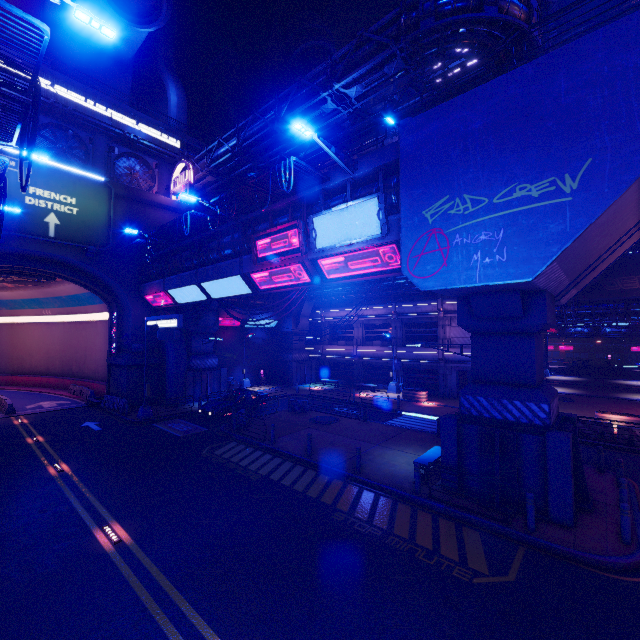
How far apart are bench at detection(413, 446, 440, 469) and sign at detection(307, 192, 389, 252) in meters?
9.0 m

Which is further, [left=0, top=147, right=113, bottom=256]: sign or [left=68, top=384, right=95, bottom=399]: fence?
[left=68, top=384, right=95, bottom=399]: fence

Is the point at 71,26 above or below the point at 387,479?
above

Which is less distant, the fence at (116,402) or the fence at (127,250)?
the fence at (127,250)

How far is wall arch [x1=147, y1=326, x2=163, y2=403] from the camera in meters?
27.9 m

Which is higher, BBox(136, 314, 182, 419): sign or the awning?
the awning

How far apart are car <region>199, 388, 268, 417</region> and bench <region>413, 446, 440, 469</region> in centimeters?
1442cm

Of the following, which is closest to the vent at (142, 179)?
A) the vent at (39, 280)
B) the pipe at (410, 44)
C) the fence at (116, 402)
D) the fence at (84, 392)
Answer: the pipe at (410, 44)
